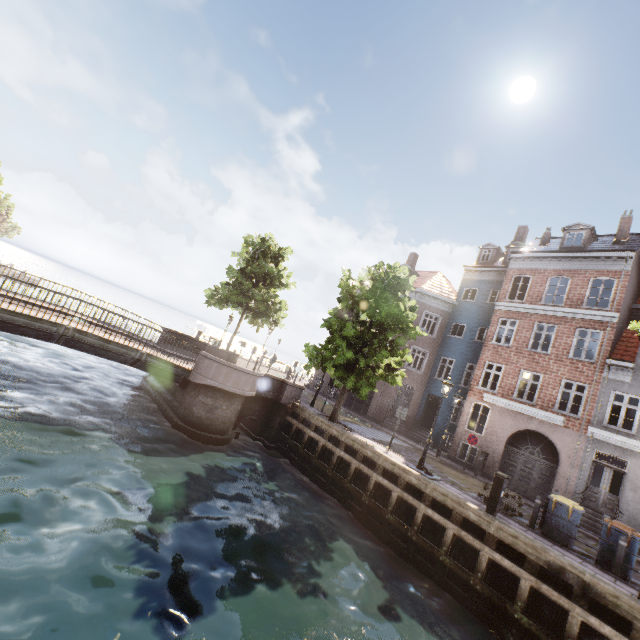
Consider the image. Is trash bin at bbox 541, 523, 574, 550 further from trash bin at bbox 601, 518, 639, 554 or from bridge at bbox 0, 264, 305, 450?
bridge at bbox 0, 264, 305, 450

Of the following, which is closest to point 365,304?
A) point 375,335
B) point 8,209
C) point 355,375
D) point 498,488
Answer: point 375,335

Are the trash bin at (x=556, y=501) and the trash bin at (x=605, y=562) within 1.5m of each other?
yes

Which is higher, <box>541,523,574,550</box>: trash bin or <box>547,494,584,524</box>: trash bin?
<box>547,494,584,524</box>: trash bin

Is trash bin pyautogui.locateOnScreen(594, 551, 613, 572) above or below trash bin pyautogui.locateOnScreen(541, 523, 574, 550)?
below

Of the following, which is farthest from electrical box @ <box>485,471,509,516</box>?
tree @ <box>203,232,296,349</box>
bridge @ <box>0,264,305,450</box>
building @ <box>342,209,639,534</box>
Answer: bridge @ <box>0,264,305,450</box>

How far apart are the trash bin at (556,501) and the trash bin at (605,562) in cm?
45

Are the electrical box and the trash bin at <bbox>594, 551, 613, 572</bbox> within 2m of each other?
no
